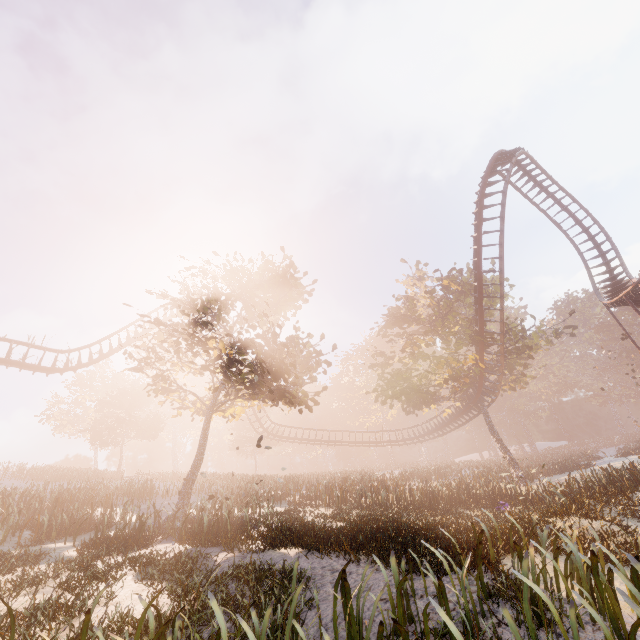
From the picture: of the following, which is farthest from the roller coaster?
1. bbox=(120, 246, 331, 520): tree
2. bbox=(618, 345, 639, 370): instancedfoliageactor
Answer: bbox=(618, 345, 639, 370): instancedfoliageactor

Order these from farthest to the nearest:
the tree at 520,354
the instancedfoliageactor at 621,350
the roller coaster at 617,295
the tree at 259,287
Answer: the instancedfoliageactor at 621,350
the tree at 520,354
the roller coaster at 617,295
the tree at 259,287

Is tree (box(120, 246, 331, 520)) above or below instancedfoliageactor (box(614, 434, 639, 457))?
above

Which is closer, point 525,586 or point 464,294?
point 525,586

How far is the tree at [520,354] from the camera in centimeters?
2431cm

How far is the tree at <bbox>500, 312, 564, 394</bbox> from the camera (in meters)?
24.31
